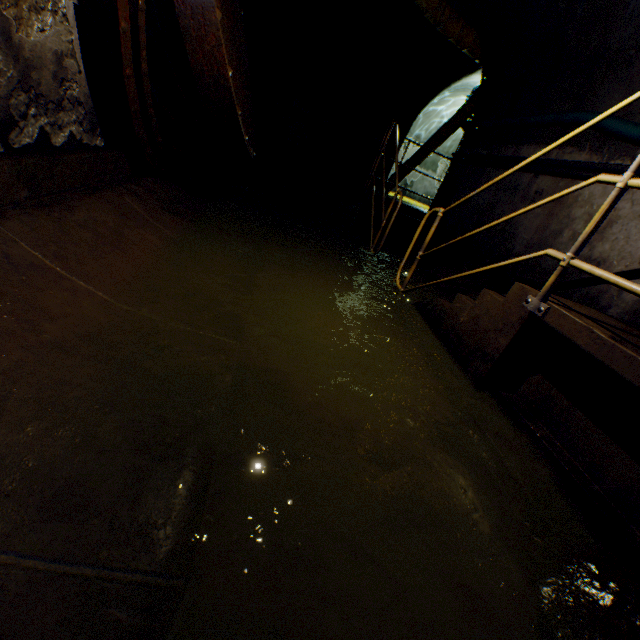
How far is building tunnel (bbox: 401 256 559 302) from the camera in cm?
372

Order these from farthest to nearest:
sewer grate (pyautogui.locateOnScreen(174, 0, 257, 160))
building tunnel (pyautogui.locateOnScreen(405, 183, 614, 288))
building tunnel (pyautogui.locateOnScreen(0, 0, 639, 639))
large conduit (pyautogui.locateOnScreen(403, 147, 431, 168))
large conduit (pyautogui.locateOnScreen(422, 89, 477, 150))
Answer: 1. large conduit (pyautogui.locateOnScreen(403, 147, 431, 168))
2. large conduit (pyautogui.locateOnScreen(422, 89, 477, 150))
3. building tunnel (pyautogui.locateOnScreen(405, 183, 614, 288))
4. sewer grate (pyautogui.locateOnScreen(174, 0, 257, 160))
5. building tunnel (pyautogui.locateOnScreen(0, 0, 639, 639))

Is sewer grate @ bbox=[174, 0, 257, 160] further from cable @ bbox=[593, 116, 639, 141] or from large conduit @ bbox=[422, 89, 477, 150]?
cable @ bbox=[593, 116, 639, 141]

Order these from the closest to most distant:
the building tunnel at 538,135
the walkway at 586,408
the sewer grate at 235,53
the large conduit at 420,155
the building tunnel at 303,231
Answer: the building tunnel at 303,231 → the walkway at 586,408 → the sewer grate at 235,53 → the building tunnel at 538,135 → the large conduit at 420,155

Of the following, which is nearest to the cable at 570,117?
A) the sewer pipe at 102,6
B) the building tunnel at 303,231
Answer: the building tunnel at 303,231

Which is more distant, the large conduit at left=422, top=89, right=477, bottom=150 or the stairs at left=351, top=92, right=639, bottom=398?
the large conduit at left=422, top=89, right=477, bottom=150

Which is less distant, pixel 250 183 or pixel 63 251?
pixel 63 251

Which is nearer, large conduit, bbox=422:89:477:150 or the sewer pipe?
the sewer pipe
